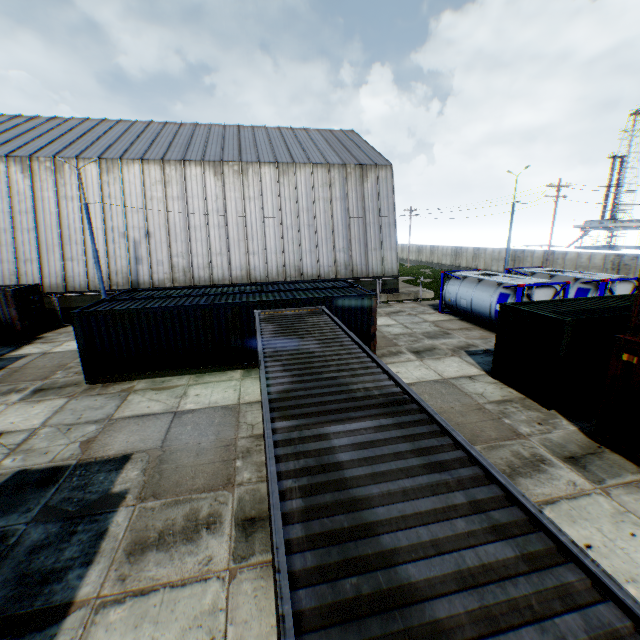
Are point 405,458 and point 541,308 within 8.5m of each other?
no

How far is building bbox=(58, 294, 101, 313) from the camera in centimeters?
2336cm

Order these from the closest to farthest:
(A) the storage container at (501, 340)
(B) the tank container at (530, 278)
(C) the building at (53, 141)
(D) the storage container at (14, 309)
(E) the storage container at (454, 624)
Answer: (E) the storage container at (454, 624), (A) the storage container at (501, 340), (B) the tank container at (530, 278), (D) the storage container at (14, 309), (C) the building at (53, 141)

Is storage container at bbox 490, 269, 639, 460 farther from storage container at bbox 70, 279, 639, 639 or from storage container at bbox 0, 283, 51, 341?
storage container at bbox 0, 283, 51, 341

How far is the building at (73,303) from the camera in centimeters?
2336cm

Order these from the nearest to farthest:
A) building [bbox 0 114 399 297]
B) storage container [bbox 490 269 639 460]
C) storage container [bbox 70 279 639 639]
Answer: storage container [bbox 70 279 639 639] < storage container [bbox 490 269 639 460] < building [bbox 0 114 399 297]

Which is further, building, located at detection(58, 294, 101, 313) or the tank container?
building, located at detection(58, 294, 101, 313)
